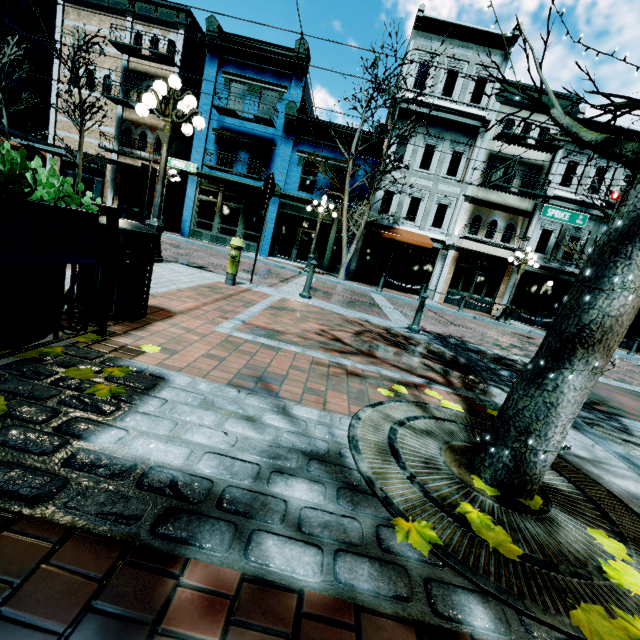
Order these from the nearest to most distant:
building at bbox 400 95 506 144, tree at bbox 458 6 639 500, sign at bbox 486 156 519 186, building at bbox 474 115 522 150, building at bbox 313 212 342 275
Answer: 1. tree at bbox 458 6 639 500
2. sign at bbox 486 156 519 186
3. building at bbox 474 115 522 150
4. building at bbox 400 95 506 144
5. building at bbox 313 212 342 275

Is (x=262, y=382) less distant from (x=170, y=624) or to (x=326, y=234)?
(x=170, y=624)

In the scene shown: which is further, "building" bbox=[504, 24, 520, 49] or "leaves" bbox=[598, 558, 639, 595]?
"building" bbox=[504, 24, 520, 49]

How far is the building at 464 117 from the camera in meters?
17.4 m

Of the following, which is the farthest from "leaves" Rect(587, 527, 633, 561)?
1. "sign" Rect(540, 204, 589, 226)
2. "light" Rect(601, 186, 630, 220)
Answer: "sign" Rect(540, 204, 589, 226)

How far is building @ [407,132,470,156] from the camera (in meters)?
18.22

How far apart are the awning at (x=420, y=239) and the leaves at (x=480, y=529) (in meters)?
16.91
